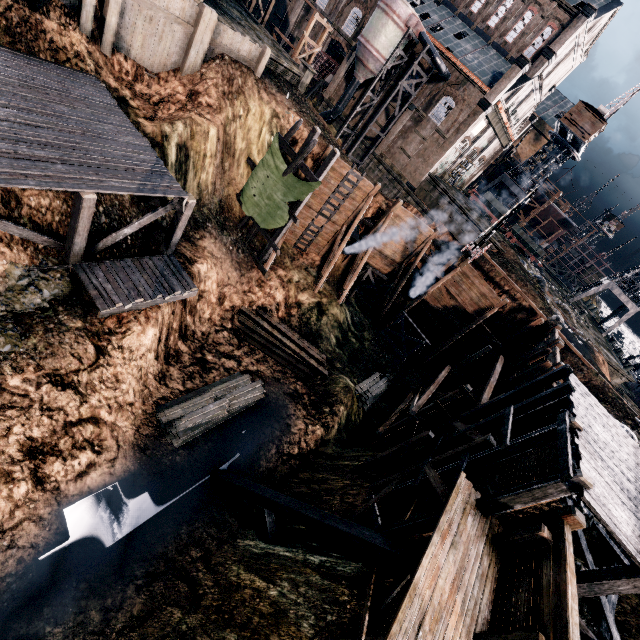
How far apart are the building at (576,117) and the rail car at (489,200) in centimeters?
1277cm

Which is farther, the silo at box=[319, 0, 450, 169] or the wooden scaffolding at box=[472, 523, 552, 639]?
the silo at box=[319, 0, 450, 169]

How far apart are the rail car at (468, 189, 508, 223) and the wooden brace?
50.69m

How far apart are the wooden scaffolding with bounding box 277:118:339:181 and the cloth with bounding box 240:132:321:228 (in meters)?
0.01

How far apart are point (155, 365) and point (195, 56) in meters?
19.0 m

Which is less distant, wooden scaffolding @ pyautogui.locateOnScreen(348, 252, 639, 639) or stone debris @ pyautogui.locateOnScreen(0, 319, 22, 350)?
wooden scaffolding @ pyautogui.locateOnScreen(348, 252, 639, 639)

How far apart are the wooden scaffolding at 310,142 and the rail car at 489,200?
39.84m

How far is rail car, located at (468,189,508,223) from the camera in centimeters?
4900cm
